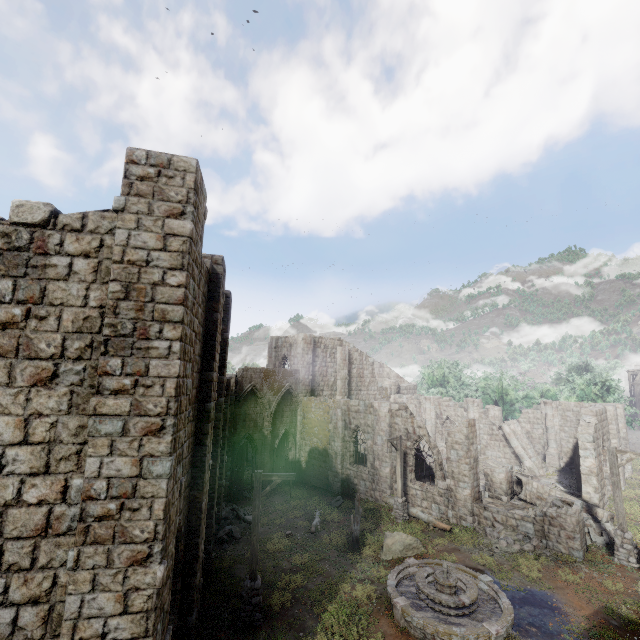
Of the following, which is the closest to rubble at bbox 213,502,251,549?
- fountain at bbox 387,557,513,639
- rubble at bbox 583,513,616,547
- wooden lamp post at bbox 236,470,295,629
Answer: wooden lamp post at bbox 236,470,295,629

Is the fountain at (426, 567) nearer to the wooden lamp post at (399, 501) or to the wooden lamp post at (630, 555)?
the wooden lamp post at (399, 501)

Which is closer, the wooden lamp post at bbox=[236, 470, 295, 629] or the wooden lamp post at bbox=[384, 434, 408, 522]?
the wooden lamp post at bbox=[236, 470, 295, 629]

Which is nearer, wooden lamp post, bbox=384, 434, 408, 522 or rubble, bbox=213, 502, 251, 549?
rubble, bbox=213, 502, 251, 549

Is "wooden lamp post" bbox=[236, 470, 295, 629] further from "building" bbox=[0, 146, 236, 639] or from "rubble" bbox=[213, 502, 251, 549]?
"rubble" bbox=[213, 502, 251, 549]

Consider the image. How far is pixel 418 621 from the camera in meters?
10.0 m

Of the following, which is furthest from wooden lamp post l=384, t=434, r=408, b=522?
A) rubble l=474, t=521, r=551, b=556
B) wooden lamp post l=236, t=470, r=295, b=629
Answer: wooden lamp post l=236, t=470, r=295, b=629

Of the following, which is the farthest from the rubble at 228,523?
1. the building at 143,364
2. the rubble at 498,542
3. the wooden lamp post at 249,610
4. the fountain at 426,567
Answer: the rubble at 498,542
